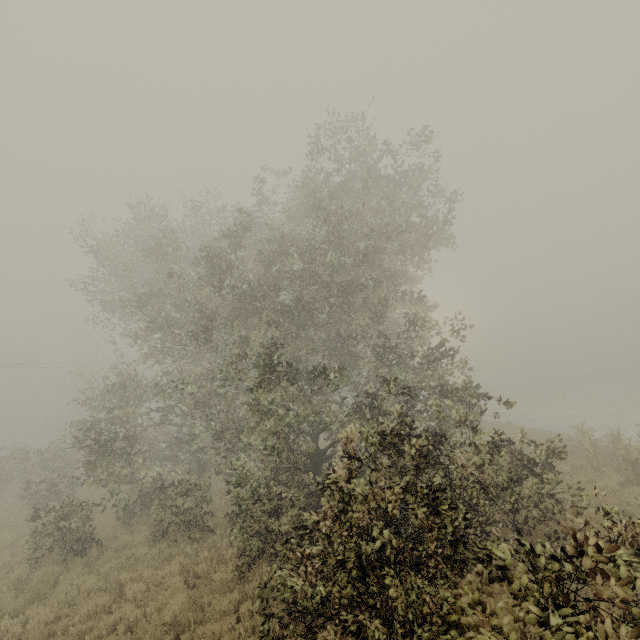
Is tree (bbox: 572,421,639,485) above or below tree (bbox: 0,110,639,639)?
below

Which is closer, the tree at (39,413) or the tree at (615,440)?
the tree at (39,413)

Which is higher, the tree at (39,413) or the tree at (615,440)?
the tree at (39,413)

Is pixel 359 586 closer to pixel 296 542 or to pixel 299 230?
pixel 296 542

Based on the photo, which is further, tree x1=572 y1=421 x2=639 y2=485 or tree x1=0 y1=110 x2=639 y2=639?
tree x1=572 y1=421 x2=639 y2=485
